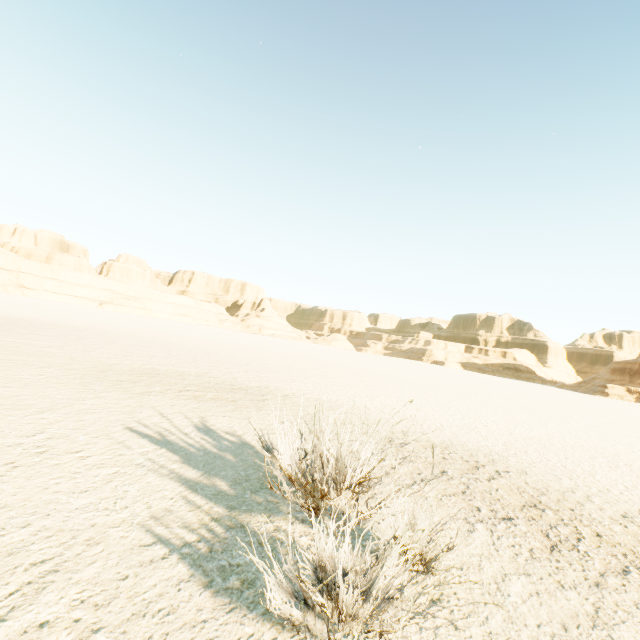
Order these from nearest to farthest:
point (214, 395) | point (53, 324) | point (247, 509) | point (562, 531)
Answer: point (247, 509), point (562, 531), point (214, 395), point (53, 324)
